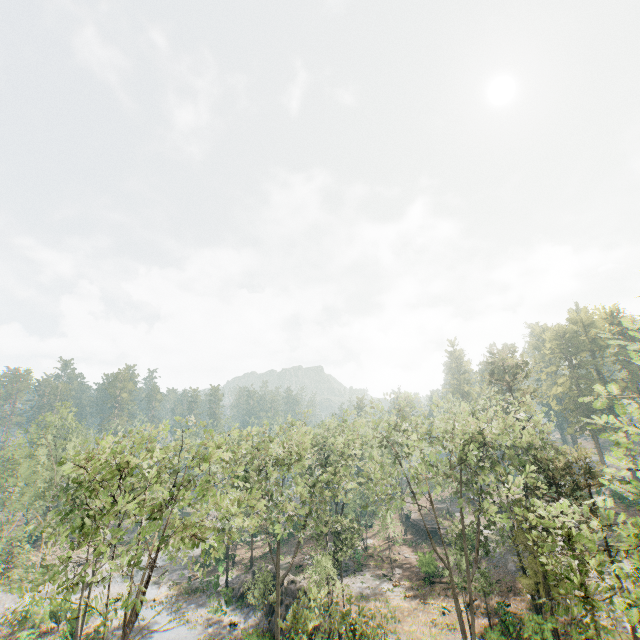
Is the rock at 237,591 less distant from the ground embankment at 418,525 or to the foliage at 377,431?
the foliage at 377,431

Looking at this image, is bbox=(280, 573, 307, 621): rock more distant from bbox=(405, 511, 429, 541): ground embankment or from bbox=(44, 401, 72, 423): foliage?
bbox=(405, 511, 429, 541): ground embankment

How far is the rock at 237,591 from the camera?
35.8m

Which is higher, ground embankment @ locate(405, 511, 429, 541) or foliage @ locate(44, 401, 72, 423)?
foliage @ locate(44, 401, 72, 423)

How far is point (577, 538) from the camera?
10.0 meters

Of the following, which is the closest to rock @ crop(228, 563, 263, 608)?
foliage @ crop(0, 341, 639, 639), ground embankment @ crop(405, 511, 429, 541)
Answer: foliage @ crop(0, 341, 639, 639)
